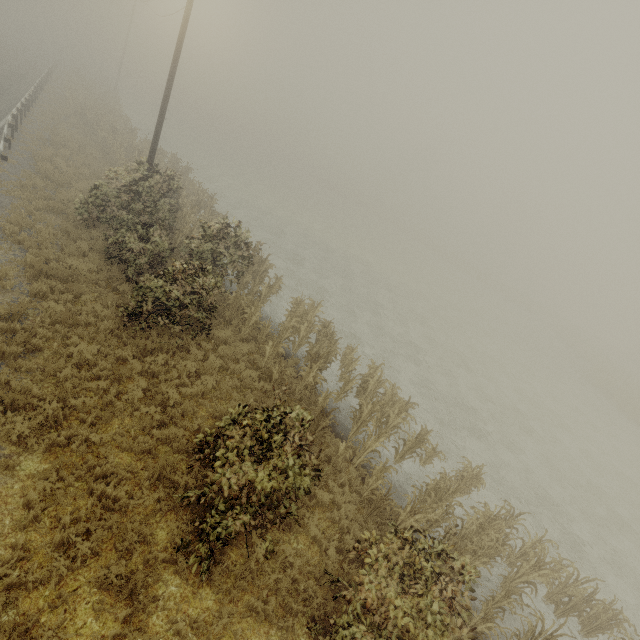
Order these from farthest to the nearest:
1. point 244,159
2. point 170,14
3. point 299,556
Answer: point 244,159
point 170,14
point 299,556
